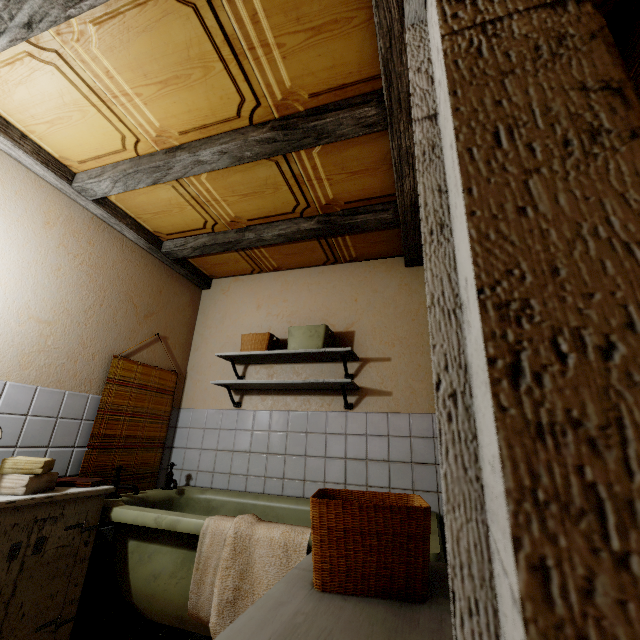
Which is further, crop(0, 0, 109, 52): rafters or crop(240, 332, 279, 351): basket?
crop(240, 332, 279, 351): basket

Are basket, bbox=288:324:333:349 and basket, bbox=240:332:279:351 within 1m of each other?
yes

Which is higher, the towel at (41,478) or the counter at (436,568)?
the towel at (41,478)

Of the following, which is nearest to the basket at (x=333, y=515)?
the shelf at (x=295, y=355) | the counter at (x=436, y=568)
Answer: the counter at (x=436, y=568)

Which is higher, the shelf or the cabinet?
the shelf

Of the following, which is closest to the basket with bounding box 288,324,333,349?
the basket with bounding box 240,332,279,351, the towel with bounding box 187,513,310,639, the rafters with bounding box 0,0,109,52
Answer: the basket with bounding box 240,332,279,351

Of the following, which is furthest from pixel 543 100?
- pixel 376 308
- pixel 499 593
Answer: pixel 376 308

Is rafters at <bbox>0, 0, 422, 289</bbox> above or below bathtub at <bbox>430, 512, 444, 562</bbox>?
above
